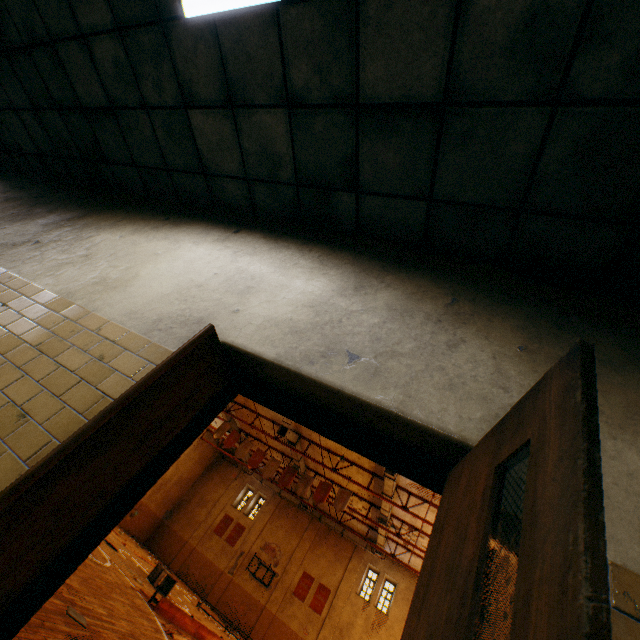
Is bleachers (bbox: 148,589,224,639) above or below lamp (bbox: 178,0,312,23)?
below

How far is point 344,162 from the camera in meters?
2.9

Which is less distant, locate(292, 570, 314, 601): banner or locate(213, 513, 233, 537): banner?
locate(292, 570, 314, 601): banner

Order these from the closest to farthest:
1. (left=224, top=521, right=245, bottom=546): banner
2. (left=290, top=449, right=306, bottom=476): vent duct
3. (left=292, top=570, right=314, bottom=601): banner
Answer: (left=290, top=449, right=306, bottom=476): vent duct → (left=292, top=570, right=314, bottom=601): banner → (left=224, top=521, right=245, bottom=546): banner

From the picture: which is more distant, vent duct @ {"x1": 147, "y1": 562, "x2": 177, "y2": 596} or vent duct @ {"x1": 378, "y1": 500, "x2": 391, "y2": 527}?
vent duct @ {"x1": 378, "y1": 500, "x2": 391, "y2": 527}

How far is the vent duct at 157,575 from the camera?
11.6m

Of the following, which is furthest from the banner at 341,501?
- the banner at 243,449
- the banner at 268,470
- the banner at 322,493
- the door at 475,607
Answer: the door at 475,607

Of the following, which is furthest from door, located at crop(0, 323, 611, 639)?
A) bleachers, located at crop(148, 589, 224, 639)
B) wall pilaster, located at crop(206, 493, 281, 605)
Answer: wall pilaster, located at crop(206, 493, 281, 605)
